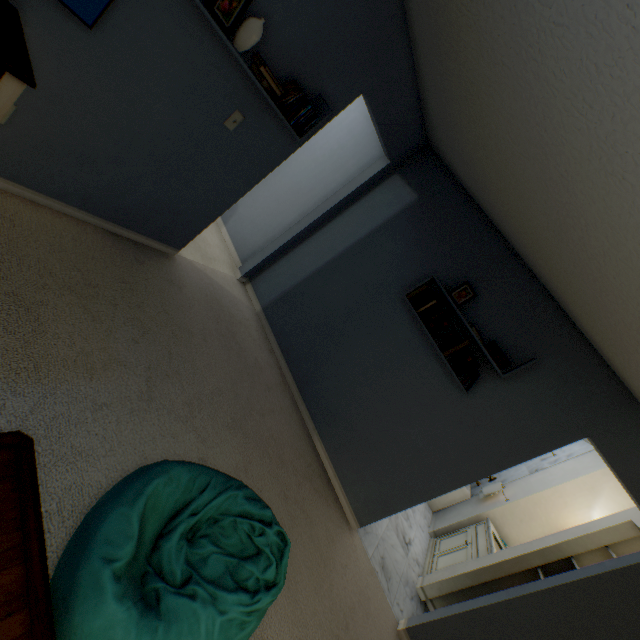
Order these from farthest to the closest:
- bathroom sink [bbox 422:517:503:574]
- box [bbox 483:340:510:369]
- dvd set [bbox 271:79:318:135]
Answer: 1. bathroom sink [bbox 422:517:503:574]
2. box [bbox 483:340:510:369]
3. dvd set [bbox 271:79:318:135]

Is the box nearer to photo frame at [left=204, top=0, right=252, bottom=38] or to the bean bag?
the bean bag

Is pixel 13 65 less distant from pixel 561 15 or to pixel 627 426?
pixel 561 15

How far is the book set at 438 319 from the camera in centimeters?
267cm

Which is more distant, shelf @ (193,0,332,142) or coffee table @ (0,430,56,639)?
shelf @ (193,0,332,142)

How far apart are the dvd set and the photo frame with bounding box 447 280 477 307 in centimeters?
172cm

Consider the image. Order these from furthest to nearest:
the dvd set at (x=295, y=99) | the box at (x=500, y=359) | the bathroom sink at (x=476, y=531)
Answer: the bathroom sink at (x=476, y=531) < the box at (x=500, y=359) < the dvd set at (x=295, y=99)

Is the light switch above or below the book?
below
